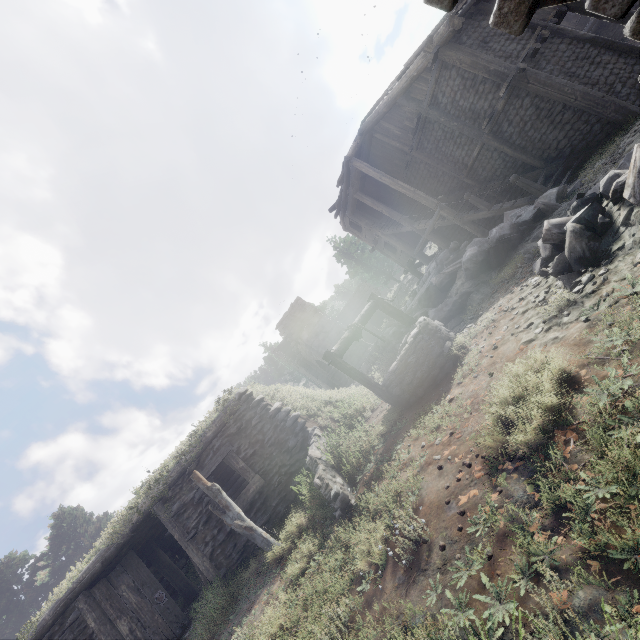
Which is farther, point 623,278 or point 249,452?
point 249,452

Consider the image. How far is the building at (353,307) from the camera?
31.92m

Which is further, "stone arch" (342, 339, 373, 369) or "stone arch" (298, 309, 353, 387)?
"stone arch" (298, 309, 353, 387)

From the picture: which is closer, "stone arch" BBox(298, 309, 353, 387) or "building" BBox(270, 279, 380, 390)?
"stone arch" BBox(298, 309, 353, 387)

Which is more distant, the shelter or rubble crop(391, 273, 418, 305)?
rubble crop(391, 273, 418, 305)

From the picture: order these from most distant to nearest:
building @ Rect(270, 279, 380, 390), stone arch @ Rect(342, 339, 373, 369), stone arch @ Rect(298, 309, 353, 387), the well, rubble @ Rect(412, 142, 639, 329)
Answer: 1. building @ Rect(270, 279, 380, 390)
2. stone arch @ Rect(298, 309, 353, 387)
3. stone arch @ Rect(342, 339, 373, 369)
4. the well
5. rubble @ Rect(412, 142, 639, 329)

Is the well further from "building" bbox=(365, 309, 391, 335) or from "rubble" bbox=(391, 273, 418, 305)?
"rubble" bbox=(391, 273, 418, 305)

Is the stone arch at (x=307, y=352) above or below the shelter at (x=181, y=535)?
above
